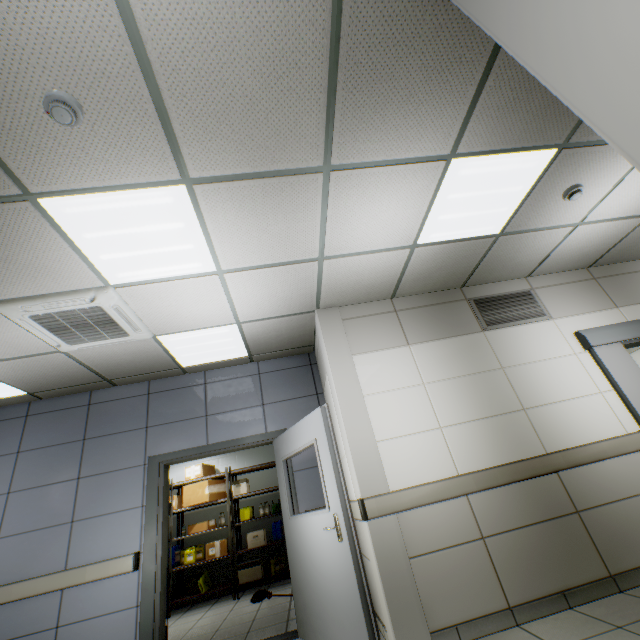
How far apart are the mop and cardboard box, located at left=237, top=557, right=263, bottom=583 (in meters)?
0.58

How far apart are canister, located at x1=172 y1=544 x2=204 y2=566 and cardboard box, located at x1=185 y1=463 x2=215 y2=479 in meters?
1.3 m

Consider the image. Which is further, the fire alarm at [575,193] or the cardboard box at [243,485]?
the cardboard box at [243,485]

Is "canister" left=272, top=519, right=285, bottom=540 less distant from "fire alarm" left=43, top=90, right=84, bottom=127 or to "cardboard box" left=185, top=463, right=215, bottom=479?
"cardboard box" left=185, top=463, right=215, bottom=479

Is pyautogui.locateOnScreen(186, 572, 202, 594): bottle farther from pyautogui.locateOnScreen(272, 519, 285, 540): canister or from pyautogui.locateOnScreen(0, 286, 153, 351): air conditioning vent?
pyautogui.locateOnScreen(0, 286, 153, 351): air conditioning vent

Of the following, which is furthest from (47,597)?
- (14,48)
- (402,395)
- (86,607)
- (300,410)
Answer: (14,48)

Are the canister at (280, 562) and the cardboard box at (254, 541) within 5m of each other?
yes

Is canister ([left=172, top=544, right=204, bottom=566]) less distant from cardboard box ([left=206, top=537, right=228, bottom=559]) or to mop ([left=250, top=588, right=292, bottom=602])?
cardboard box ([left=206, top=537, right=228, bottom=559])
